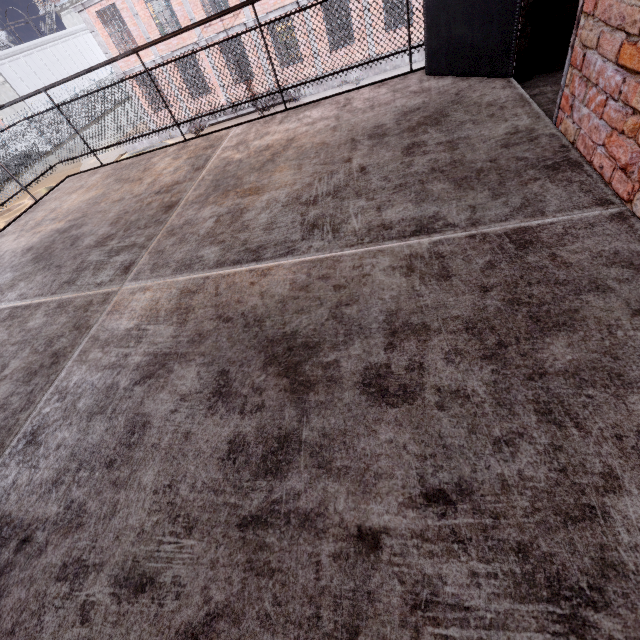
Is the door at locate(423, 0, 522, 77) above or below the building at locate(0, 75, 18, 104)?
below

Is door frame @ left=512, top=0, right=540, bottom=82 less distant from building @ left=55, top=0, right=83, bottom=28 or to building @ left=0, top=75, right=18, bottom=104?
building @ left=0, top=75, right=18, bottom=104

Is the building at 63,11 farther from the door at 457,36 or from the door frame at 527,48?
the door frame at 527,48

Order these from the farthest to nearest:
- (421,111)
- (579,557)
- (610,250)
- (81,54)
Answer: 1. (81,54)
2. (421,111)
3. (610,250)
4. (579,557)

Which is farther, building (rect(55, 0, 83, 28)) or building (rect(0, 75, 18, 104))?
building (rect(55, 0, 83, 28))

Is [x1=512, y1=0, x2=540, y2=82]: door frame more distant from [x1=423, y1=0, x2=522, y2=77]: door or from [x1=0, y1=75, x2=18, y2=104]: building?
[x1=0, y1=75, x2=18, y2=104]: building

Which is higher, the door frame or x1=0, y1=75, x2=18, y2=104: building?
x1=0, y1=75, x2=18, y2=104: building

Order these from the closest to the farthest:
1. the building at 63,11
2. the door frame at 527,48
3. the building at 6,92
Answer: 1. the door frame at 527,48
2. the building at 6,92
3. the building at 63,11
